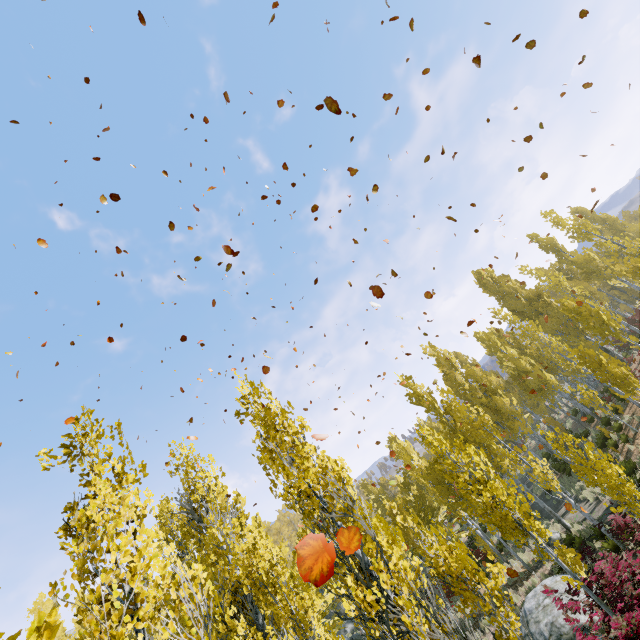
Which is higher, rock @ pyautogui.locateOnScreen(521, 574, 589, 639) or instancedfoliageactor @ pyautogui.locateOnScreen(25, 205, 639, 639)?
instancedfoliageactor @ pyautogui.locateOnScreen(25, 205, 639, 639)

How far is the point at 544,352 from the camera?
35.0 meters

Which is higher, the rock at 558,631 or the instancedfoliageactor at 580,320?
the instancedfoliageactor at 580,320

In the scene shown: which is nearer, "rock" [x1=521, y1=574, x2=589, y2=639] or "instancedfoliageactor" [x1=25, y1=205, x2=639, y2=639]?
"instancedfoliageactor" [x1=25, y1=205, x2=639, y2=639]

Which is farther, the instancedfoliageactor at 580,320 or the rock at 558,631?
the rock at 558,631
